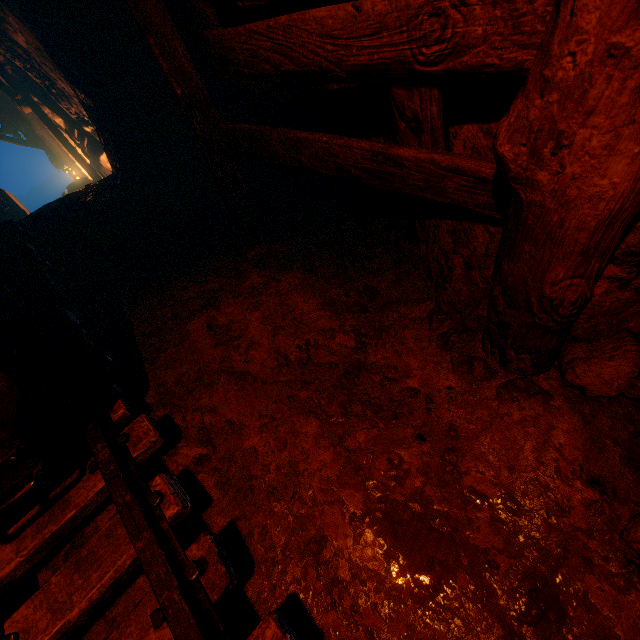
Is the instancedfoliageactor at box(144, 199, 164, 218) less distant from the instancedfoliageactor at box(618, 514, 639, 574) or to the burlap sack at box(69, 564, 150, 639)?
the burlap sack at box(69, 564, 150, 639)

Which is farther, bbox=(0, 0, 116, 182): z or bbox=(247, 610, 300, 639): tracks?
bbox=(0, 0, 116, 182): z

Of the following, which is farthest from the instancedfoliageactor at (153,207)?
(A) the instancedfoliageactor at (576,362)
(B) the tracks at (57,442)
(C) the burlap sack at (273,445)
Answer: (A) the instancedfoliageactor at (576,362)

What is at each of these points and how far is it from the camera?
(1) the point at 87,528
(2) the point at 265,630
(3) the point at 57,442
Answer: (1) burlap sack, 1.8m
(2) tracks, 1.2m
(3) tracks, 1.9m

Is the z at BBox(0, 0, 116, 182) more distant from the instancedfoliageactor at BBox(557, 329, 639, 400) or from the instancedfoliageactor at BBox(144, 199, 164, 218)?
the instancedfoliageactor at BBox(557, 329, 639, 400)

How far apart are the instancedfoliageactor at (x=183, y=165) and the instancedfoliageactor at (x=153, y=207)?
0.51m

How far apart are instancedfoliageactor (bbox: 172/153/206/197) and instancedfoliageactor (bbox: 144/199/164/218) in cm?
51

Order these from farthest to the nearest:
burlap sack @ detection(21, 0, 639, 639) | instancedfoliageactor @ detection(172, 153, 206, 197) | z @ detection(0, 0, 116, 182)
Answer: z @ detection(0, 0, 116, 182), instancedfoliageactor @ detection(172, 153, 206, 197), burlap sack @ detection(21, 0, 639, 639)
